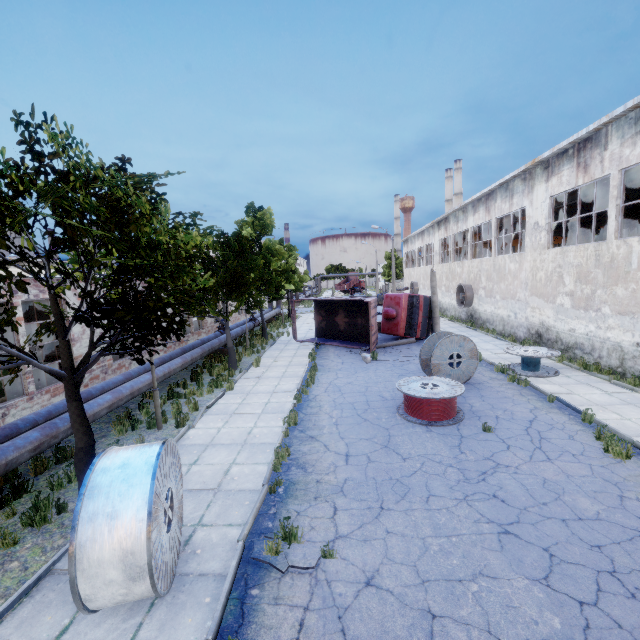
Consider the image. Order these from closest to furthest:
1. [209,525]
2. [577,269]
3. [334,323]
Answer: [209,525]
[577,269]
[334,323]

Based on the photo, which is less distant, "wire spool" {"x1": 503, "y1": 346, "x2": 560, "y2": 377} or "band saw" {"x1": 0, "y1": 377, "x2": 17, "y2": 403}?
"band saw" {"x1": 0, "y1": 377, "x2": 17, "y2": 403}

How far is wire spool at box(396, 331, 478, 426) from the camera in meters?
9.6

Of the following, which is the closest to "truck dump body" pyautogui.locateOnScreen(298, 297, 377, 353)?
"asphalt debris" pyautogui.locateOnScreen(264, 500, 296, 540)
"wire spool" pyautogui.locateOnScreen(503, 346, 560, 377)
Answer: "wire spool" pyautogui.locateOnScreen(503, 346, 560, 377)

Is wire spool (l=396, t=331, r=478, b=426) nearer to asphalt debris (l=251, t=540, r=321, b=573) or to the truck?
asphalt debris (l=251, t=540, r=321, b=573)

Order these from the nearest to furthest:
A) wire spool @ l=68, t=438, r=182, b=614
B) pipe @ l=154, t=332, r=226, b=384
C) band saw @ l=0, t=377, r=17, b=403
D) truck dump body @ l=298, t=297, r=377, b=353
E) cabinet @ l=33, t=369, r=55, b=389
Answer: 1. wire spool @ l=68, t=438, r=182, b=614
2. band saw @ l=0, t=377, r=17, b=403
3. cabinet @ l=33, t=369, r=55, b=389
4. pipe @ l=154, t=332, r=226, b=384
5. truck dump body @ l=298, t=297, r=377, b=353

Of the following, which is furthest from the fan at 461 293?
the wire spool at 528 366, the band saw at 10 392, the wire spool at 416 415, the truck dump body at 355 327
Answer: the band saw at 10 392

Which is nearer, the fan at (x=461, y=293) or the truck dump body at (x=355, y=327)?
the truck dump body at (x=355, y=327)
